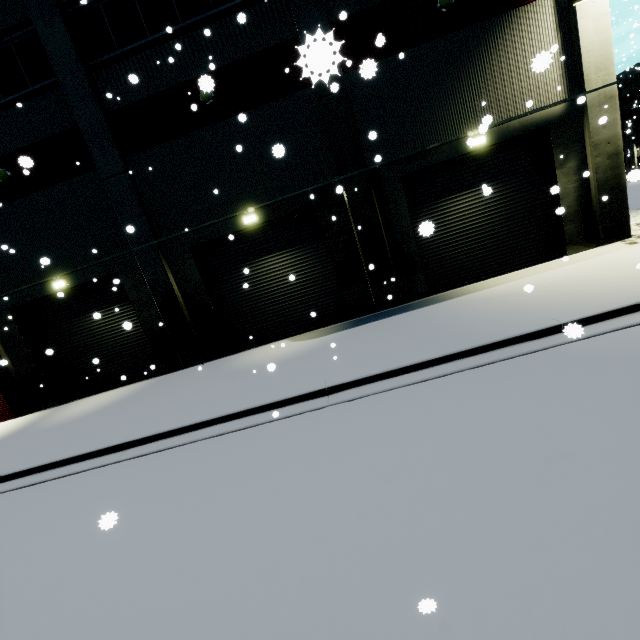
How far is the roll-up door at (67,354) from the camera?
12.86m

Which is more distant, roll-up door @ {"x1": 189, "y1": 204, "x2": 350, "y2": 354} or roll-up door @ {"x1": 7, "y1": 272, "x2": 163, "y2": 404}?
roll-up door @ {"x1": 7, "y1": 272, "x2": 163, "y2": 404}

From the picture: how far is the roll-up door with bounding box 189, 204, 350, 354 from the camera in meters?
12.0

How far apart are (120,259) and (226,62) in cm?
778

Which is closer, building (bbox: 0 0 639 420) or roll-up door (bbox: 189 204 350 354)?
building (bbox: 0 0 639 420)

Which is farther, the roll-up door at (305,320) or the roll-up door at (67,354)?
the roll-up door at (67,354)
